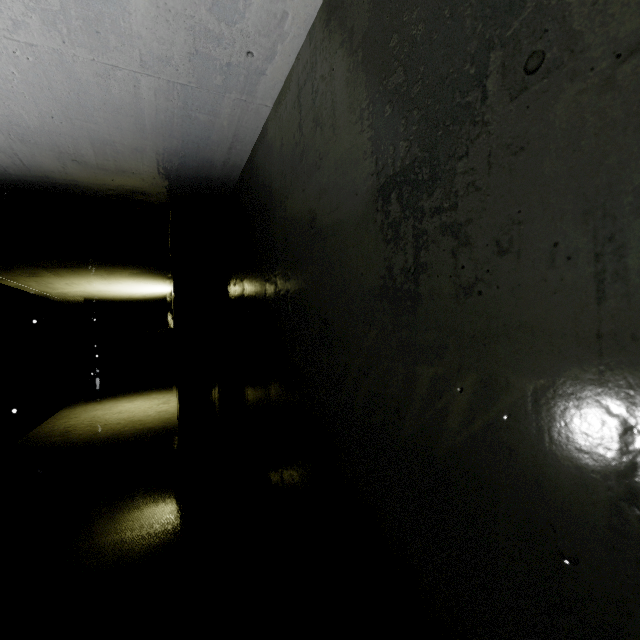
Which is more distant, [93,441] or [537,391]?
[93,441]

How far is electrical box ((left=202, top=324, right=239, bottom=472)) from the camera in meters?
3.4 m

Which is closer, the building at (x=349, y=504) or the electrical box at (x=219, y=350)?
the building at (x=349, y=504)

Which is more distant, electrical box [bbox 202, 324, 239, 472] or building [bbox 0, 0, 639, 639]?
electrical box [bbox 202, 324, 239, 472]

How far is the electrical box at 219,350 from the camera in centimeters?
338cm
